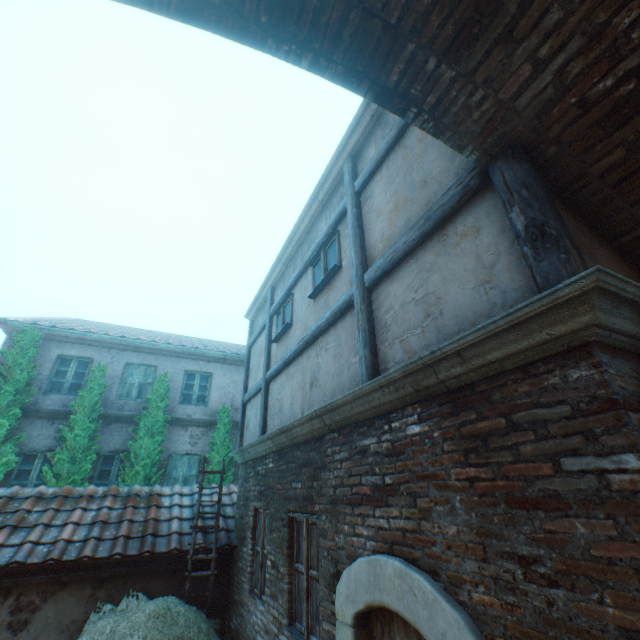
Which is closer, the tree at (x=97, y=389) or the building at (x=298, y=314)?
the building at (x=298, y=314)

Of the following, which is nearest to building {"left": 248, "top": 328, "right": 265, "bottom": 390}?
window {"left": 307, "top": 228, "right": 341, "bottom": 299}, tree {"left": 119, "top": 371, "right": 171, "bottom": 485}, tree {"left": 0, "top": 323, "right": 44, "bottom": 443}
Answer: window {"left": 307, "top": 228, "right": 341, "bottom": 299}

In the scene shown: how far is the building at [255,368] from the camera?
8.0 meters

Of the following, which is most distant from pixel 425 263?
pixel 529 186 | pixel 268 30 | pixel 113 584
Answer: pixel 113 584

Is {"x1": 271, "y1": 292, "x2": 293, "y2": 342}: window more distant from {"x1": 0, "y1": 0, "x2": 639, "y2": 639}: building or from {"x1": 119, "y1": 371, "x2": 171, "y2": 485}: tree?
{"x1": 119, "y1": 371, "x2": 171, "y2": 485}: tree

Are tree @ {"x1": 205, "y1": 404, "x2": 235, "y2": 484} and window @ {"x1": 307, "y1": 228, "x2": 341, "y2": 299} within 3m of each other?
no

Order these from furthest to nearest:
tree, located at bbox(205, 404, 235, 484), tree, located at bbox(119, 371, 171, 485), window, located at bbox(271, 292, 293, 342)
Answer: tree, located at bbox(205, 404, 235, 484)
tree, located at bbox(119, 371, 171, 485)
window, located at bbox(271, 292, 293, 342)

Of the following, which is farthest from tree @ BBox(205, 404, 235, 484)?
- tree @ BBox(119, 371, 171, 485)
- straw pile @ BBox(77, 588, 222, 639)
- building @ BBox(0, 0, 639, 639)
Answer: straw pile @ BBox(77, 588, 222, 639)
